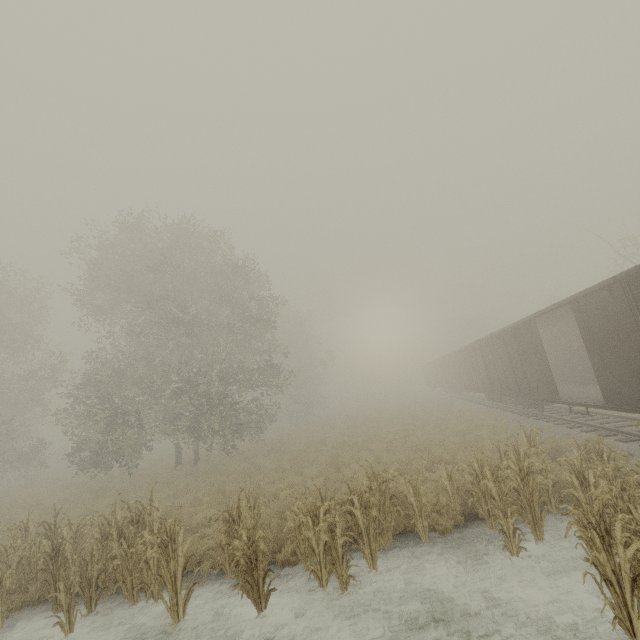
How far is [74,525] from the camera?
11.4 meters

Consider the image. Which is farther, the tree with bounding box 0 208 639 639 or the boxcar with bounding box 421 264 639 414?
the boxcar with bounding box 421 264 639 414

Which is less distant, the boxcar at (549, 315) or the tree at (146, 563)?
the tree at (146, 563)
